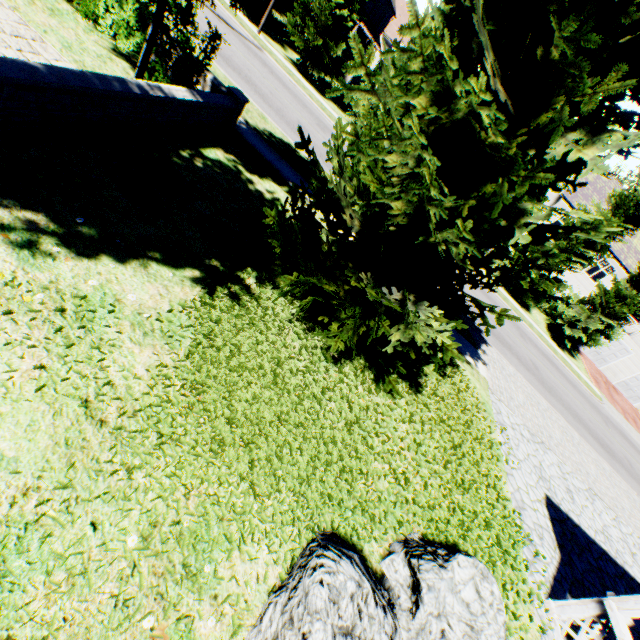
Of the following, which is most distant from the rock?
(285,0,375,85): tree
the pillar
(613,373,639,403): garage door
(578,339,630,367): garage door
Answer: (613,373,639,403): garage door

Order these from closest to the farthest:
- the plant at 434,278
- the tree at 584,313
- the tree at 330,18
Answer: the plant at 434,278
the tree at 330,18
the tree at 584,313

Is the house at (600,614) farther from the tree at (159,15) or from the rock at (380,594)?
the tree at (159,15)

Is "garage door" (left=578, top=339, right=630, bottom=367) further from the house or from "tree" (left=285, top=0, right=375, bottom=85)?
the house

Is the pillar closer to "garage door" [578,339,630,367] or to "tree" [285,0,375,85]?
"tree" [285,0,375,85]

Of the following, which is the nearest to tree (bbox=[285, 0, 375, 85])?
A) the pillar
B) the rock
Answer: the rock

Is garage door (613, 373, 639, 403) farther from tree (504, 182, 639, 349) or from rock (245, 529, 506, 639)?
rock (245, 529, 506, 639)

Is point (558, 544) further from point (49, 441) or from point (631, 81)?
point (49, 441)
